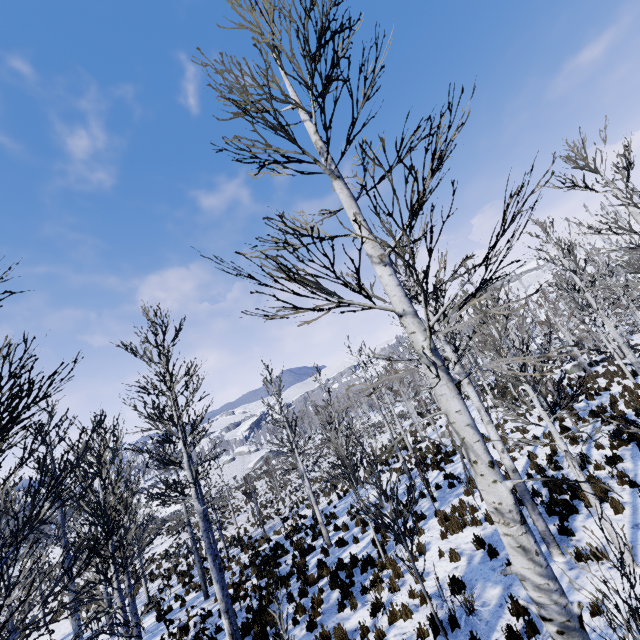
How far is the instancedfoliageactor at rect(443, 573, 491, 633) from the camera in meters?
6.4

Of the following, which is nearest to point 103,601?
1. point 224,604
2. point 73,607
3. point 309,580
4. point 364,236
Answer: point 73,607

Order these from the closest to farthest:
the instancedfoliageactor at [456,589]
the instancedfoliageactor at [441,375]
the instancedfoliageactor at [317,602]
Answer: the instancedfoliageactor at [441,375] < the instancedfoliageactor at [456,589] < the instancedfoliageactor at [317,602]

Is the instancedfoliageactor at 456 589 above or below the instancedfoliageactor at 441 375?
below

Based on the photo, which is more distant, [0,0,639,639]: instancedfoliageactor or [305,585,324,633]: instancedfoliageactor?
[305,585,324,633]: instancedfoliageactor

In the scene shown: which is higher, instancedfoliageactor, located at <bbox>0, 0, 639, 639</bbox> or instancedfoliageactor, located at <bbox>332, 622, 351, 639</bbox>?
instancedfoliageactor, located at <bbox>0, 0, 639, 639</bbox>

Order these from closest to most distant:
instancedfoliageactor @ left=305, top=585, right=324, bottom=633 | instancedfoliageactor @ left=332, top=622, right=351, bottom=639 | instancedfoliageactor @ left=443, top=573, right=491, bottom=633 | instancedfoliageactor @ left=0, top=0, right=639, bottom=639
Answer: instancedfoliageactor @ left=0, top=0, right=639, bottom=639 < instancedfoliageactor @ left=443, top=573, right=491, bottom=633 < instancedfoliageactor @ left=332, top=622, right=351, bottom=639 < instancedfoliageactor @ left=305, top=585, right=324, bottom=633
